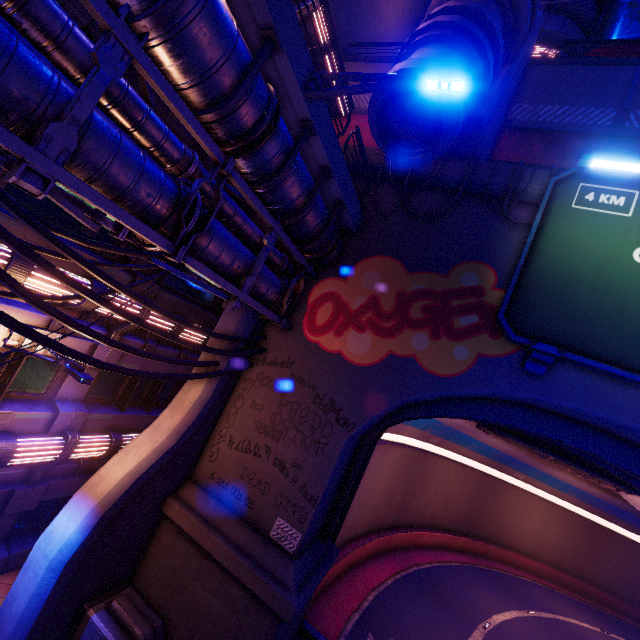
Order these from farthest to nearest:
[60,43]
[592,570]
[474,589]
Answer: [592,570]
[474,589]
[60,43]

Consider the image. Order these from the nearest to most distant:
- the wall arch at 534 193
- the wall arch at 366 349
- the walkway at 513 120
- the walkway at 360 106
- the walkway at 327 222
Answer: the walkway at 327 222 < the wall arch at 366 349 < the wall arch at 534 193 < the walkway at 513 120 < the walkway at 360 106

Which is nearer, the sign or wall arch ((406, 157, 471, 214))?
the sign

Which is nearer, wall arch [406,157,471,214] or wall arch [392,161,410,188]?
wall arch [406,157,471,214]

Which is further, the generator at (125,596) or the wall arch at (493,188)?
the wall arch at (493,188)

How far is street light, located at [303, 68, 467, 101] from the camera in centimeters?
587cm

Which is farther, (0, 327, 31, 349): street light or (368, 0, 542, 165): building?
(368, 0, 542, 165): building

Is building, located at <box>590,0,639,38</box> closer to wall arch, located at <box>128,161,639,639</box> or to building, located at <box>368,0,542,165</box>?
wall arch, located at <box>128,161,639,639</box>
